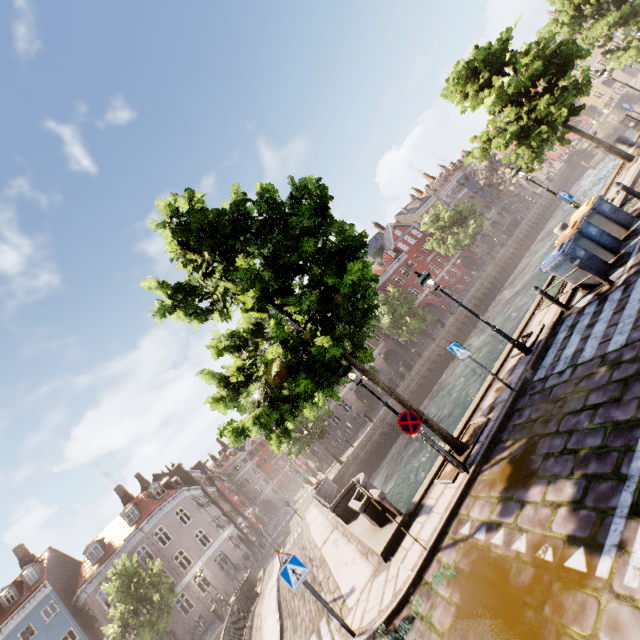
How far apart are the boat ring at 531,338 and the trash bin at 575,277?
1.27m

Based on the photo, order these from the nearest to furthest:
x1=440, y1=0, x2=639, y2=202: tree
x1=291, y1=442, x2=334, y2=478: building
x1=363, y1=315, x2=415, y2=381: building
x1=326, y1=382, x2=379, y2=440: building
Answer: x1=440, y1=0, x2=639, y2=202: tree < x1=291, y1=442, x2=334, y2=478: building < x1=326, y1=382, x2=379, y2=440: building < x1=363, y1=315, x2=415, y2=381: building

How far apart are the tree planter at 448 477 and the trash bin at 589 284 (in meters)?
4.59

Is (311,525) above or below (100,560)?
below

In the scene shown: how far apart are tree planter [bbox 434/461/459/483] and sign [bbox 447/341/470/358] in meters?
1.6 m

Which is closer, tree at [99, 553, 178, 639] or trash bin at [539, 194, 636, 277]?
trash bin at [539, 194, 636, 277]

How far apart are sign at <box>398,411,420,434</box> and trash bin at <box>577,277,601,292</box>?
5.9m

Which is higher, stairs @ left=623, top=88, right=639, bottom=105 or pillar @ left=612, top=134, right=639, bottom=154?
pillar @ left=612, top=134, right=639, bottom=154
